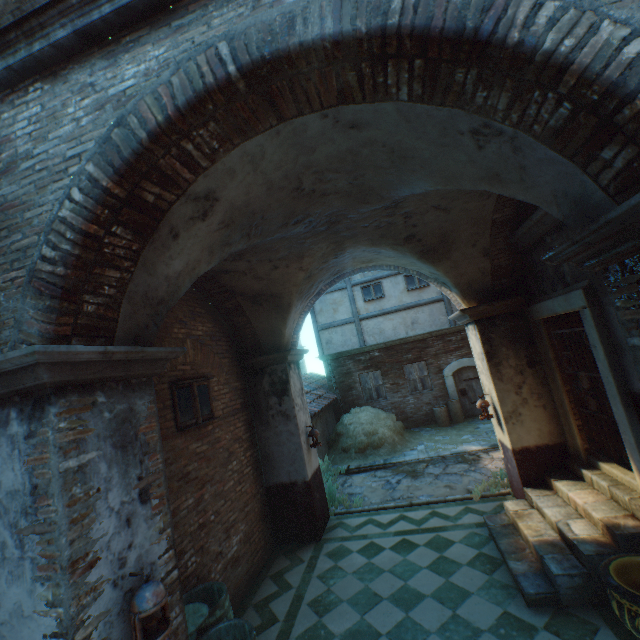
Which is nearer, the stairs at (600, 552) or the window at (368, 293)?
the stairs at (600, 552)

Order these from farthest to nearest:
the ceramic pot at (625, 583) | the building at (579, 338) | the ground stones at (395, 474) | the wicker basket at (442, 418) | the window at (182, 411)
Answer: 1. the wicker basket at (442, 418)
2. the ground stones at (395, 474)
3. the window at (182, 411)
4. the ceramic pot at (625, 583)
5. the building at (579, 338)

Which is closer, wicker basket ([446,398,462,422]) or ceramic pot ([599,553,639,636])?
ceramic pot ([599,553,639,636])

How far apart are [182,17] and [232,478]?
6.2 meters

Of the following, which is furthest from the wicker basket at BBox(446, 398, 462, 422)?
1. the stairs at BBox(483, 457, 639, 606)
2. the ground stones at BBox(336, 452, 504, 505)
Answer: the stairs at BBox(483, 457, 639, 606)

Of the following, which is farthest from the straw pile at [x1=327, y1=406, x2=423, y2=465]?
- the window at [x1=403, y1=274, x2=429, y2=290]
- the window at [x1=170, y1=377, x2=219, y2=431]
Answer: the window at [x1=170, y1=377, x2=219, y2=431]

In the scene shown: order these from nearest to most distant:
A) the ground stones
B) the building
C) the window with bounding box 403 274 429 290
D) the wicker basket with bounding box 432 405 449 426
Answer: the building < the ground stones < the wicker basket with bounding box 432 405 449 426 < the window with bounding box 403 274 429 290

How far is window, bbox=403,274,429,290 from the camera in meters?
14.3 m
